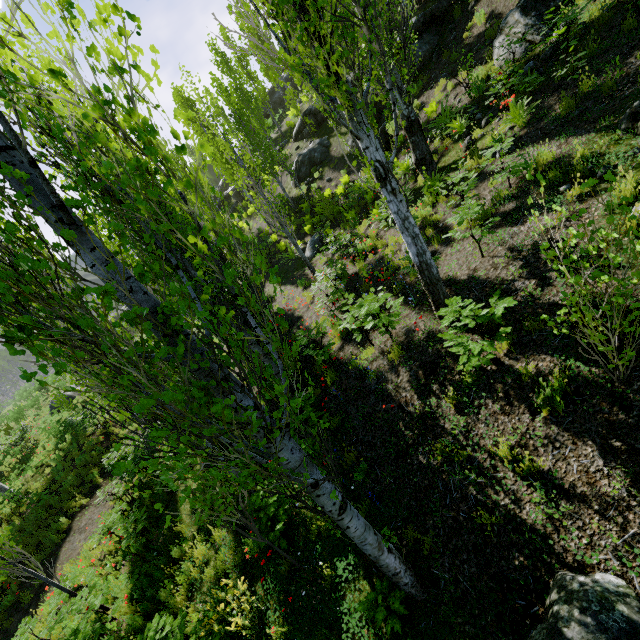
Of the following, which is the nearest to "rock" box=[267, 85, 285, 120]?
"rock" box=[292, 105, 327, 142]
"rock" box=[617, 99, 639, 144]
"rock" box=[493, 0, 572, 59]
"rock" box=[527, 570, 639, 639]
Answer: "rock" box=[292, 105, 327, 142]

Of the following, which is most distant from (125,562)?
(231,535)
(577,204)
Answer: (577,204)

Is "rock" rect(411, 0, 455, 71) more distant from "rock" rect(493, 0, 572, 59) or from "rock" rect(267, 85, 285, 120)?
"rock" rect(267, 85, 285, 120)

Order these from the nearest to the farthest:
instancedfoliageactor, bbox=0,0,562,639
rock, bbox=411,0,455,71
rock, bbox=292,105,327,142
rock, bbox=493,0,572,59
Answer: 1. instancedfoliageactor, bbox=0,0,562,639
2. rock, bbox=493,0,572,59
3. rock, bbox=411,0,455,71
4. rock, bbox=292,105,327,142

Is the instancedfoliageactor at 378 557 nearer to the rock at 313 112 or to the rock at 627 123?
the rock at 627 123

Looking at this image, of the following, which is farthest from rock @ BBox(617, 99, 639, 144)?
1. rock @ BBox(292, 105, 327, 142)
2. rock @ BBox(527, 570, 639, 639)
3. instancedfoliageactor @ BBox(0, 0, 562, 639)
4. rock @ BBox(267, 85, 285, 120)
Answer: rock @ BBox(267, 85, 285, 120)

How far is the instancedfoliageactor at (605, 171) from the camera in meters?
2.5

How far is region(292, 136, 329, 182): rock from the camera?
→ 20.0m
